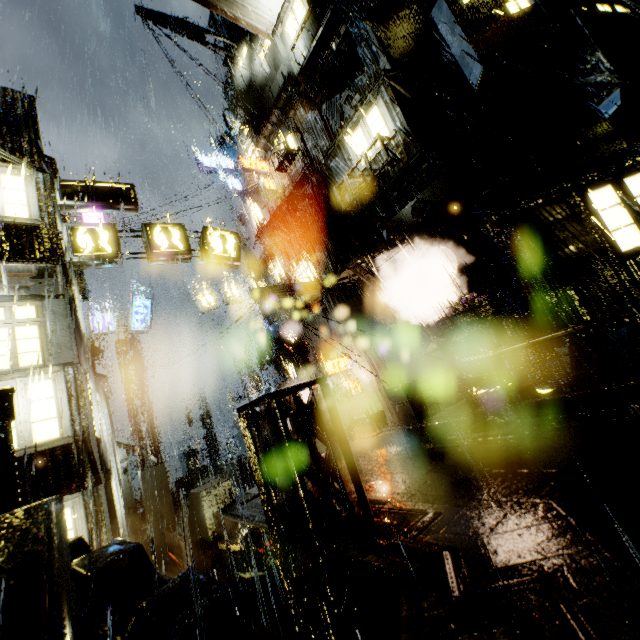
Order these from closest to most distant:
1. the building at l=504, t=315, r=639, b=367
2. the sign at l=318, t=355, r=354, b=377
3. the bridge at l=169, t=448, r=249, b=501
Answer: the building at l=504, t=315, r=639, b=367 → the sign at l=318, t=355, r=354, b=377 → the bridge at l=169, t=448, r=249, b=501

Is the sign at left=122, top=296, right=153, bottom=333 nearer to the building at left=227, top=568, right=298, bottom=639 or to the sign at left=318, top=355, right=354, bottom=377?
the building at left=227, top=568, right=298, bottom=639

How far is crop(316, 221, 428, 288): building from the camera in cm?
1385

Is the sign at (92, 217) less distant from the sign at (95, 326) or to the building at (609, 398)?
the building at (609, 398)

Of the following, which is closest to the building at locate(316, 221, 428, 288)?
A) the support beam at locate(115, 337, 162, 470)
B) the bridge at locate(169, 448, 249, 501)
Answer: the bridge at locate(169, 448, 249, 501)

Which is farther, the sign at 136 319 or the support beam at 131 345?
the sign at 136 319

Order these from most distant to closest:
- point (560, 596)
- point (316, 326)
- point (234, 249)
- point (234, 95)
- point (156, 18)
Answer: point (234, 95) < point (316, 326) < point (156, 18) < point (234, 249) < point (560, 596)

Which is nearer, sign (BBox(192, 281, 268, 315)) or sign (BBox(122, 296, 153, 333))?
sign (BBox(122, 296, 153, 333))
